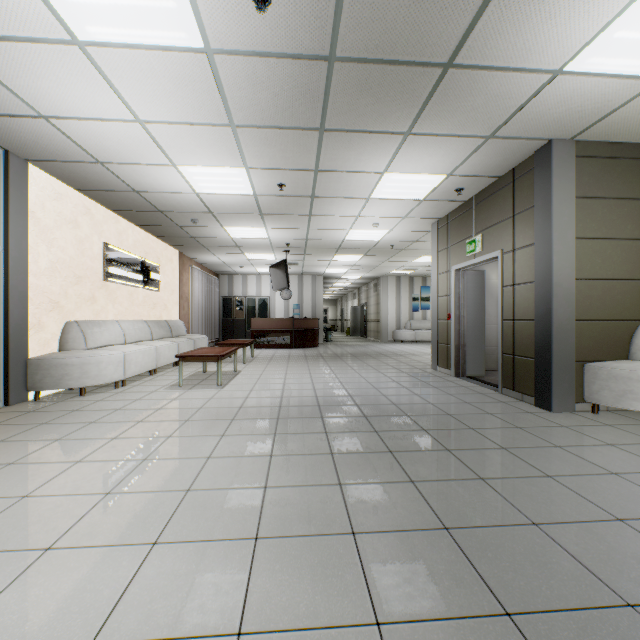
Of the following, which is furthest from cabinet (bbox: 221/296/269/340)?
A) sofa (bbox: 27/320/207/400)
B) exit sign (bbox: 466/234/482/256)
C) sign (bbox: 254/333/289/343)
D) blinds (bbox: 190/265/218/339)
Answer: exit sign (bbox: 466/234/482/256)

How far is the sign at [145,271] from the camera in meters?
6.2

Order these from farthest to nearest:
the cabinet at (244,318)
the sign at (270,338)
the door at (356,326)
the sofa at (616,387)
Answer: the door at (356,326) < the cabinet at (244,318) < the sign at (270,338) < the sofa at (616,387)

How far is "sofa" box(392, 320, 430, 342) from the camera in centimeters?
1516cm

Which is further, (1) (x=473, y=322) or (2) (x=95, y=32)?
(1) (x=473, y=322)

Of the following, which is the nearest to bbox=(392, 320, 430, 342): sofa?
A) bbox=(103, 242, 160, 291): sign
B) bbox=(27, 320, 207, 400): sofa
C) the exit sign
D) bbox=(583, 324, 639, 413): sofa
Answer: bbox=(27, 320, 207, 400): sofa

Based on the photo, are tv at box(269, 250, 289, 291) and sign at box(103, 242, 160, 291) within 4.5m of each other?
yes

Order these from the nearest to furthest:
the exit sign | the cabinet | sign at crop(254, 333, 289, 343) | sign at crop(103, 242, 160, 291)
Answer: the exit sign → sign at crop(103, 242, 160, 291) → sign at crop(254, 333, 289, 343) → the cabinet
